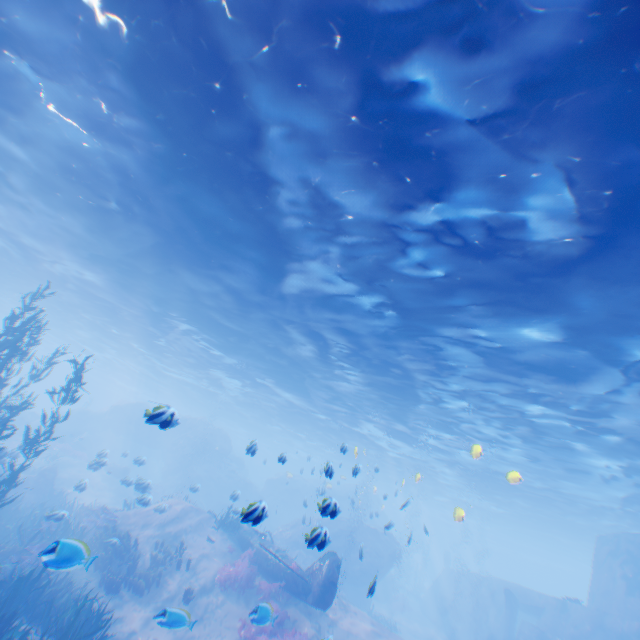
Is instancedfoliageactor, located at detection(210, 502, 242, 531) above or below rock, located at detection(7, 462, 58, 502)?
above

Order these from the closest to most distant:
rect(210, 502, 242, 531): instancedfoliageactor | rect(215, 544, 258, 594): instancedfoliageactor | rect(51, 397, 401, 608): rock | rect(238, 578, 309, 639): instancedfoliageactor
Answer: rect(238, 578, 309, 639): instancedfoliageactor
rect(215, 544, 258, 594): instancedfoliageactor
rect(210, 502, 242, 531): instancedfoliageactor
rect(51, 397, 401, 608): rock

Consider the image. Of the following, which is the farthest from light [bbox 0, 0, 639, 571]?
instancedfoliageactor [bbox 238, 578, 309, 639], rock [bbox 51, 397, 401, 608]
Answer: instancedfoliageactor [bbox 238, 578, 309, 639]

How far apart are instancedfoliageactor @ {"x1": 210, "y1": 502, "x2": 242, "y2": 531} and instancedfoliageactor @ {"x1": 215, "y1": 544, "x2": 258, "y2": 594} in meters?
2.4 m

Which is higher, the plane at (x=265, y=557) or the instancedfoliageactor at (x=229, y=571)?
the plane at (x=265, y=557)

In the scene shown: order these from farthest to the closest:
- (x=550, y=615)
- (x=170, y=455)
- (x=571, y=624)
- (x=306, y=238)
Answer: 1. (x=170, y=455)
2. (x=550, y=615)
3. (x=571, y=624)
4. (x=306, y=238)

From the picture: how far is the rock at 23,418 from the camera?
31.7 meters

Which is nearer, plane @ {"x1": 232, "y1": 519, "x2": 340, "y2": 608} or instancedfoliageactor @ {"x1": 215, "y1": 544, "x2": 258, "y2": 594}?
plane @ {"x1": 232, "y1": 519, "x2": 340, "y2": 608}
